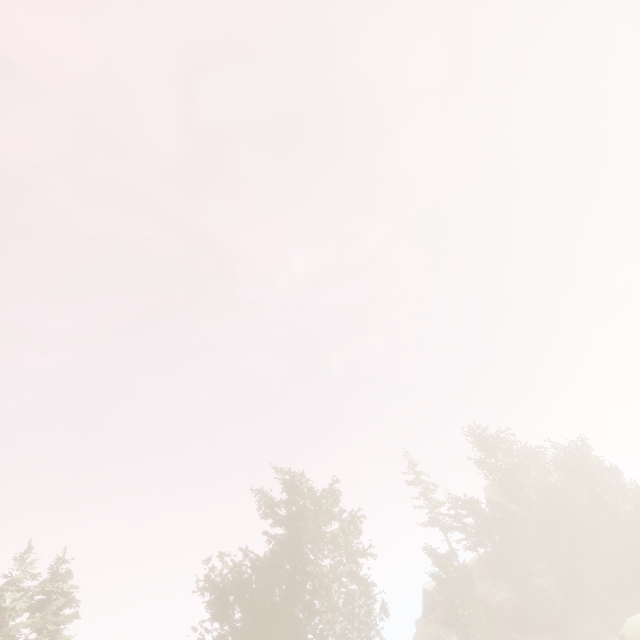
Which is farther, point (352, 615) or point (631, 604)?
point (631, 604)

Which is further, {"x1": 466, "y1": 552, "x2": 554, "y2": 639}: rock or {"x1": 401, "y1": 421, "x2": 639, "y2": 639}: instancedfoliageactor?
{"x1": 401, "y1": 421, "x2": 639, "y2": 639}: instancedfoliageactor

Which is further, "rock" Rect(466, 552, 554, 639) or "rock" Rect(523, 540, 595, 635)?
"rock" Rect(523, 540, 595, 635)

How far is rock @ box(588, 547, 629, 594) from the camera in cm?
3475

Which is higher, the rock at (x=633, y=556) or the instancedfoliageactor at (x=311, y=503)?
the instancedfoliageactor at (x=311, y=503)

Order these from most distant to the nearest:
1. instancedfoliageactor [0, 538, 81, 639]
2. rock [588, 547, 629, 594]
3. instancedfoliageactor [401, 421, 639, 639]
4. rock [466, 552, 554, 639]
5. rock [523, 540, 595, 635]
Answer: rock [588, 547, 629, 594] < rock [523, 540, 595, 635] < instancedfoliageactor [401, 421, 639, 639] < rock [466, 552, 554, 639] < instancedfoliageactor [0, 538, 81, 639]

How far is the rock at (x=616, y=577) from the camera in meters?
34.8 m
